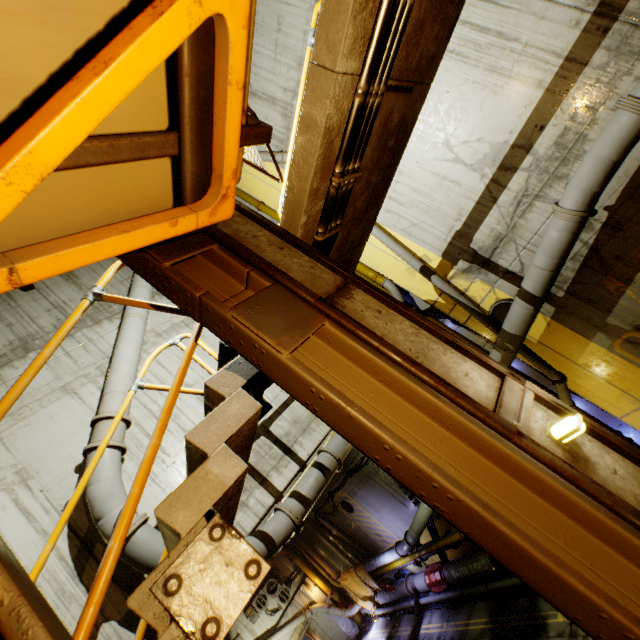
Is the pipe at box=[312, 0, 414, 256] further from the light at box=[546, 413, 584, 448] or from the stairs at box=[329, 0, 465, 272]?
the light at box=[546, 413, 584, 448]

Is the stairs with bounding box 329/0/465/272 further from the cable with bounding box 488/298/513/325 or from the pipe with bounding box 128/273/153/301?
the cable with bounding box 488/298/513/325

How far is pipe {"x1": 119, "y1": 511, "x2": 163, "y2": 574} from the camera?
4.7 meters

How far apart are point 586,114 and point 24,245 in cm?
795

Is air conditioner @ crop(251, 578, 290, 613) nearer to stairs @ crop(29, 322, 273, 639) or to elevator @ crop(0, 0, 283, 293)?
stairs @ crop(29, 322, 273, 639)

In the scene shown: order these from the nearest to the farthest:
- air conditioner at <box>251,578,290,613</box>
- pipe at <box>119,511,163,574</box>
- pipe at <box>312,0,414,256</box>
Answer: pipe at <box>312,0,414,256</box> → pipe at <box>119,511,163,574</box> → air conditioner at <box>251,578,290,613</box>

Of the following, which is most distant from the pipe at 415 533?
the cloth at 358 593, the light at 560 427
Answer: the light at 560 427

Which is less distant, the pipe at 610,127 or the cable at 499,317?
the pipe at 610,127
